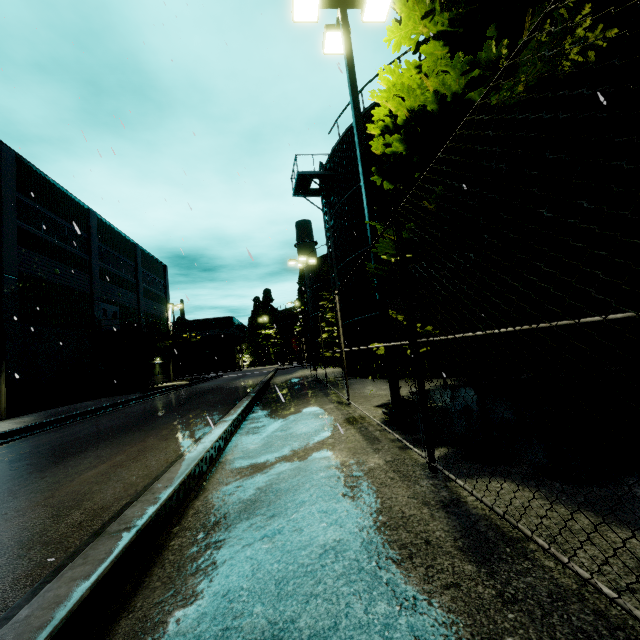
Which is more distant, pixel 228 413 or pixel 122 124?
pixel 228 413

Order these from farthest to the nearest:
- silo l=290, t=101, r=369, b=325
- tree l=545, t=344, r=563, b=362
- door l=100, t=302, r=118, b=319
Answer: door l=100, t=302, r=118, b=319
silo l=290, t=101, r=369, b=325
tree l=545, t=344, r=563, b=362

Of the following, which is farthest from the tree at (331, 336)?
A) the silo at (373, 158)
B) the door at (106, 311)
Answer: the door at (106, 311)

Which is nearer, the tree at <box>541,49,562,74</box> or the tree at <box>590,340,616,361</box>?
the tree at <box>590,340,616,361</box>

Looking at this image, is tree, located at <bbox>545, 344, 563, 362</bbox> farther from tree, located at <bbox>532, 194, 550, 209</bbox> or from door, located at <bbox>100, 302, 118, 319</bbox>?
door, located at <bbox>100, 302, 118, 319</bbox>

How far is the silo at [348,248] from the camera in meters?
15.4

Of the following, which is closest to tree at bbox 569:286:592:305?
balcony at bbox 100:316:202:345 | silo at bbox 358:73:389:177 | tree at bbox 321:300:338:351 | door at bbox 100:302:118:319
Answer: silo at bbox 358:73:389:177
